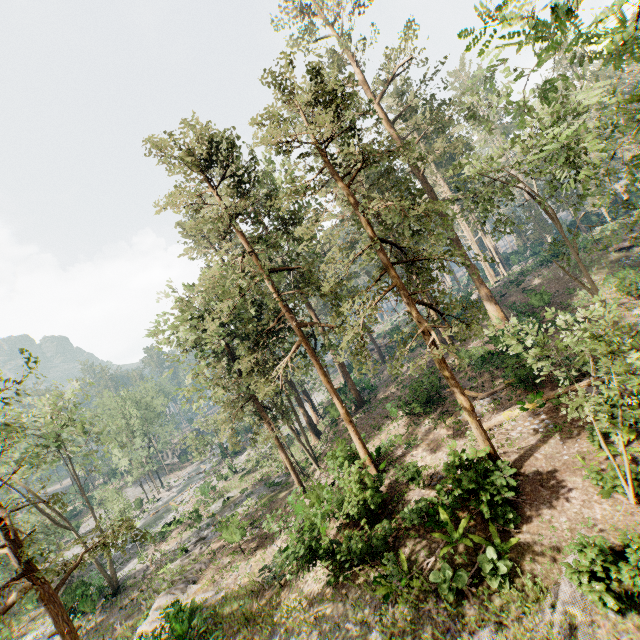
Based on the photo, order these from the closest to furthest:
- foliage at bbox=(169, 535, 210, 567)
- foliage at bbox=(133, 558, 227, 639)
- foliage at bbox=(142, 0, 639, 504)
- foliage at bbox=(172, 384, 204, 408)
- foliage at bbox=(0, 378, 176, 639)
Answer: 1. foliage at bbox=(142, 0, 639, 504)
2. foliage at bbox=(0, 378, 176, 639)
3. foliage at bbox=(133, 558, 227, 639)
4. foliage at bbox=(172, 384, 204, 408)
5. foliage at bbox=(169, 535, 210, 567)

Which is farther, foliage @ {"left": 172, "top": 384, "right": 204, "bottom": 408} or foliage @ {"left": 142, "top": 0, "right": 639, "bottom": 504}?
foliage @ {"left": 172, "top": 384, "right": 204, "bottom": 408}

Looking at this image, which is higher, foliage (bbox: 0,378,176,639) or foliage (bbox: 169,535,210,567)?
foliage (bbox: 0,378,176,639)

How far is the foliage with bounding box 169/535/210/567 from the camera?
26.0 meters

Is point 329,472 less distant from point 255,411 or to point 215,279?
point 255,411

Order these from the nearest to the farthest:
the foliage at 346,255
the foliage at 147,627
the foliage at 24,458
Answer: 1. the foliage at 346,255
2. the foliage at 24,458
3. the foliage at 147,627

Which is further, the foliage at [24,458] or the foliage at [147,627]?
the foliage at [147,627]
